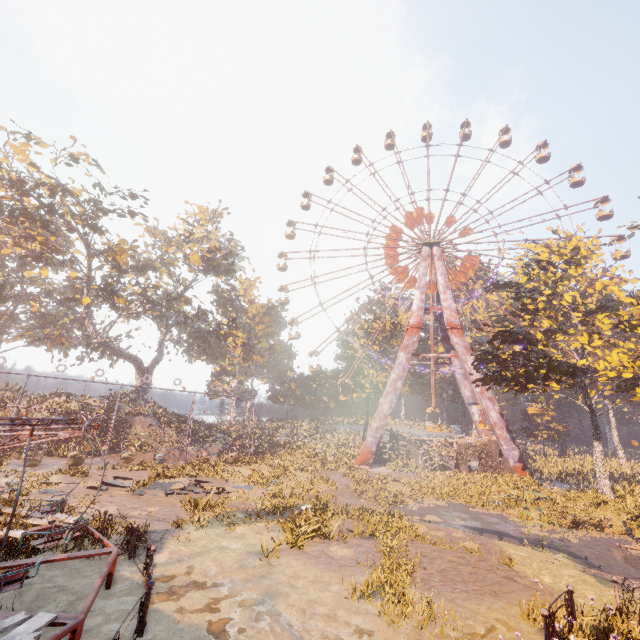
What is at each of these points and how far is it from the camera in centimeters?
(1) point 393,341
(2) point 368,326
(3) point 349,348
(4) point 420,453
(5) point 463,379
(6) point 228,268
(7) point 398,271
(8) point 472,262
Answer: (1) instancedfoliageactor, 5209cm
(2) instancedfoliageactor, 4941cm
(3) instancedfoliageactor, 5356cm
(4) building, 3450cm
(5) metal support, 3997cm
(6) tree, 4862cm
(7) ferris wheel, 4259cm
(8) ferris wheel, 4041cm

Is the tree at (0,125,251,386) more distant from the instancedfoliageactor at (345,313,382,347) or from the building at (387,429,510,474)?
the building at (387,429,510,474)

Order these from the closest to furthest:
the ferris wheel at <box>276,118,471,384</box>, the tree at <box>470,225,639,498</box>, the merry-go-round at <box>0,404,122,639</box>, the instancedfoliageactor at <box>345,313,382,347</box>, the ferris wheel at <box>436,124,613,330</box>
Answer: the merry-go-round at <box>0,404,122,639</box> → the tree at <box>470,225,639,498</box> → the ferris wheel at <box>436,124,613,330</box> → the ferris wheel at <box>276,118,471,384</box> → the instancedfoliageactor at <box>345,313,382,347</box>

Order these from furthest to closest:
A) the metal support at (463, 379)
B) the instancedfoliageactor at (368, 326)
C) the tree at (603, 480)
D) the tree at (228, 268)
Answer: the instancedfoliageactor at (368, 326)
the metal support at (463, 379)
the tree at (228, 268)
the tree at (603, 480)

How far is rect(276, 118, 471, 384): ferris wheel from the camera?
42.53m

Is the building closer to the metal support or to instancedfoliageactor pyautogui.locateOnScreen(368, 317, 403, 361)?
instancedfoliageactor pyautogui.locateOnScreen(368, 317, 403, 361)

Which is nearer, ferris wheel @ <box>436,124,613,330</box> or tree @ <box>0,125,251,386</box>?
tree @ <box>0,125,251,386</box>

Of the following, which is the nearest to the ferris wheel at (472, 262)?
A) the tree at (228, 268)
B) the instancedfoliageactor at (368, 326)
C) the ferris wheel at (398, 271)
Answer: the ferris wheel at (398, 271)
